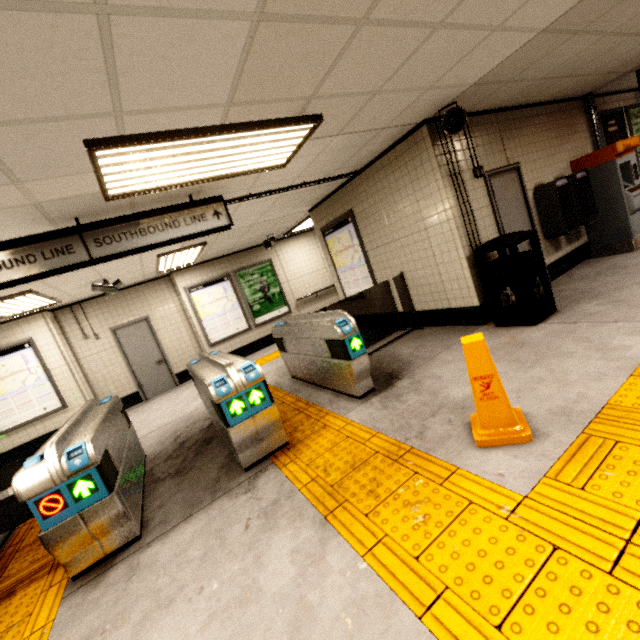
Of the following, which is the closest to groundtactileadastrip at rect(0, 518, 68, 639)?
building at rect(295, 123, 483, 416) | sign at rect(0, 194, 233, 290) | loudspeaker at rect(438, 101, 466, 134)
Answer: building at rect(295, 123, 483, 416)

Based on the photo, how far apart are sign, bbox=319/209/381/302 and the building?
1.5 meters

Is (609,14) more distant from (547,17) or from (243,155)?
(243,155)

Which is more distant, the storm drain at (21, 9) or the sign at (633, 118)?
the sign at (633, 118)

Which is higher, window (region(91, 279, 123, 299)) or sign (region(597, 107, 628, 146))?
window (region(91, 279, 123, 299))

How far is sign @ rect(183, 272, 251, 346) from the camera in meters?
8.9 m

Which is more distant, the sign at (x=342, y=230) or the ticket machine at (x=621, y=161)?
the sign at (x=342, y=230)

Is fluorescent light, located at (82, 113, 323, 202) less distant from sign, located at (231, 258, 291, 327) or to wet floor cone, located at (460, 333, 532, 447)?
wet floor cone, located at (460, 333, 532, 447)
